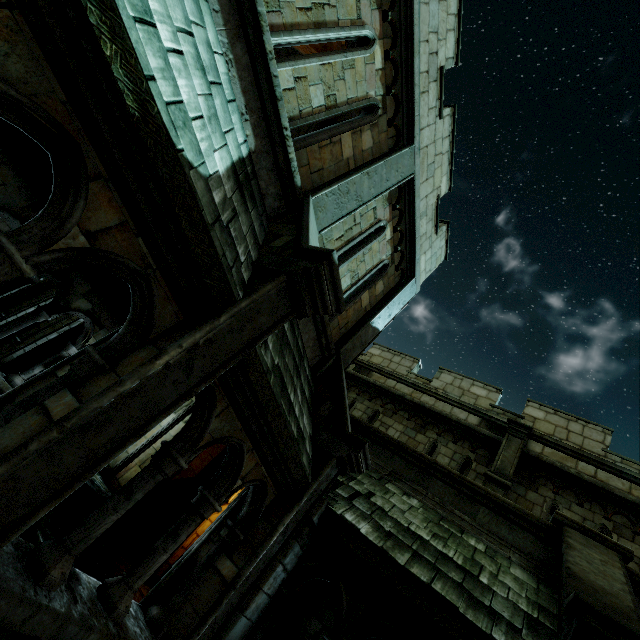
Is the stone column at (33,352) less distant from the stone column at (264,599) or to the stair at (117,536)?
the stair at (117,536)

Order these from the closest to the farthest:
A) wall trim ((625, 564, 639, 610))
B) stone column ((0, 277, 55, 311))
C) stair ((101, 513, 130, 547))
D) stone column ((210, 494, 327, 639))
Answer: stone column ((210, 494, 327, 639))
wall trim ((625, 564, 639, 610))
stair ((101, 513, 130, 547))
stone column ((0, 277, 55, 311))

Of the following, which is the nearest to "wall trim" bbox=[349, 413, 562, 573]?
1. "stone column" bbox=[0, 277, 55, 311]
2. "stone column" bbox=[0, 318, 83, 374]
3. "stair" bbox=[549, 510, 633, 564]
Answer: "stair" bbox=[549, 510, 633, 564]

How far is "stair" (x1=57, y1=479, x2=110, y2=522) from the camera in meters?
7.2 m

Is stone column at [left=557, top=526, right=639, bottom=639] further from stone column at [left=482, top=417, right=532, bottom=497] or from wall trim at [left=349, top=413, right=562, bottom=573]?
stone column at [left=482, top=417, right=532, bottom=497]

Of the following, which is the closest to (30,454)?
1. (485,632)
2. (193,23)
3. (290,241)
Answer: (290,241)

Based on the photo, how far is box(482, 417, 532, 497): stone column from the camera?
8.4 meters

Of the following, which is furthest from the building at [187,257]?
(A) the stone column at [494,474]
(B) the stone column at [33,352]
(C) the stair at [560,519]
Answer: (A) the stone column at [494,474]
